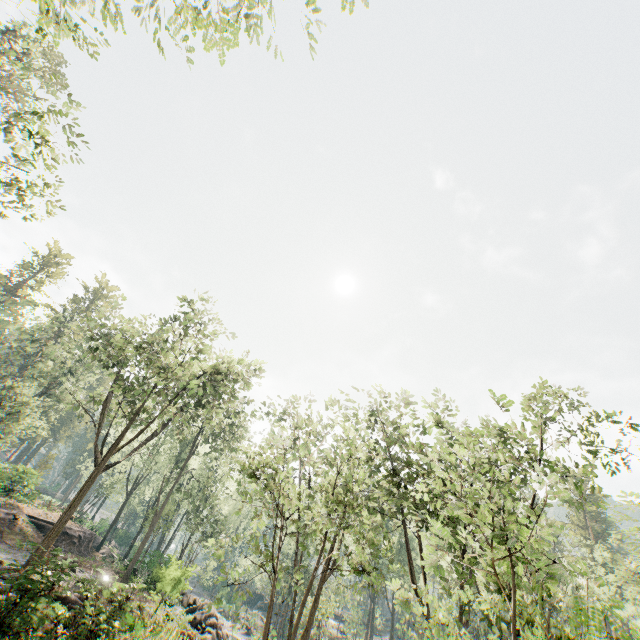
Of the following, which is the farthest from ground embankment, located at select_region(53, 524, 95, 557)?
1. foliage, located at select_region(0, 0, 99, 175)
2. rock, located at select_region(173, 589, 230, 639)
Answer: rock, located at select_region(173, 589, 230, 639)

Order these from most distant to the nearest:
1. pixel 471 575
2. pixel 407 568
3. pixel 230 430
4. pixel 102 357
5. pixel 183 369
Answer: pixel 230 430 < pixel 407 568 < pixel 102 357 < pixel 183 369 < pixel 471 575

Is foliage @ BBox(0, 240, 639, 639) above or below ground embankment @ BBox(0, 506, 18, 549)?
above

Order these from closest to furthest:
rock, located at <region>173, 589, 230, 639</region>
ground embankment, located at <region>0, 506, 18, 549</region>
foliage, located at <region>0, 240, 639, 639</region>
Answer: foliage, located at <region>0, 240, 639, 639</region>
rock, located at <region>173, 589, 230, 639</region>
ground embankment, located at <region>0, 506, 18, 549</region>

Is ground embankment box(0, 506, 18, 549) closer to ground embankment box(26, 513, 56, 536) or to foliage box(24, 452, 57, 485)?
ground embankment box(26, 513, 56, 536)

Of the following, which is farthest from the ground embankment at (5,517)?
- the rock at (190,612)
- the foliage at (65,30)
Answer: the foliage at (65,30)

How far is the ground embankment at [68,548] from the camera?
31.2m

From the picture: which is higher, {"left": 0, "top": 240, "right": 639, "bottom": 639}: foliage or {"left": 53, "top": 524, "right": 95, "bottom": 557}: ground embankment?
{"left": 0, "top": 240, "right": 639, "bottom": 639}: foliage
